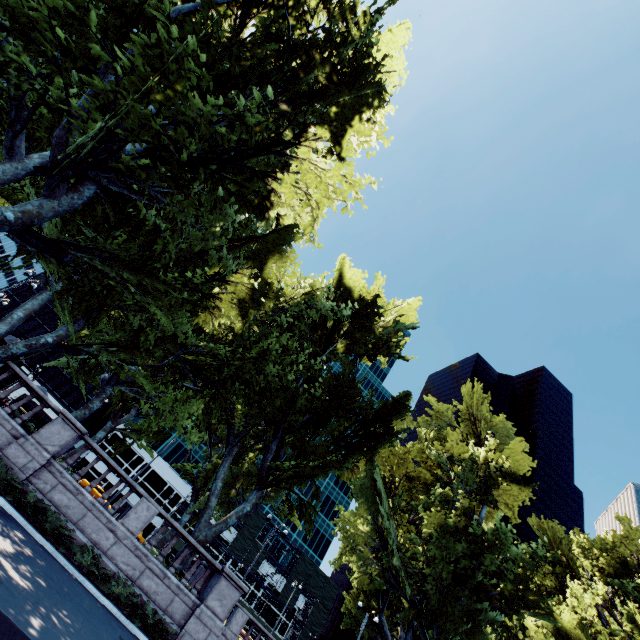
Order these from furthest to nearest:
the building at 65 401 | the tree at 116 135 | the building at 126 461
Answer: the building at 126 461 → the building at 65 401 → the tree at 116 135

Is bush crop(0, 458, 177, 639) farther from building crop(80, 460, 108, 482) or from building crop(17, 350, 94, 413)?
building crop(17, 350, 94, 413)

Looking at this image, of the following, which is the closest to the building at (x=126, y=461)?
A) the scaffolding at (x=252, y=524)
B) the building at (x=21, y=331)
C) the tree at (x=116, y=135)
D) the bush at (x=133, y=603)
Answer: the scaffolding at (x=252, y=524)

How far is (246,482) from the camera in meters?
33.6

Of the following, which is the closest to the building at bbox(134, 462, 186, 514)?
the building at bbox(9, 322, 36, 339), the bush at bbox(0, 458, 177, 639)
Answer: the building at bbox(9, 322, 36, 339)

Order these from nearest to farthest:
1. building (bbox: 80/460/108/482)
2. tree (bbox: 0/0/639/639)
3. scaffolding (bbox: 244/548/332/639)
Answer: tree (bbox: 0/0/639/639), building (bbox: 80/460/108/482), scaffolding (bbox: 244/548/332/639)

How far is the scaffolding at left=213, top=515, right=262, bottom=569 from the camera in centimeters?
5634cm

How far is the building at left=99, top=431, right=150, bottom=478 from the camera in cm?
5773
